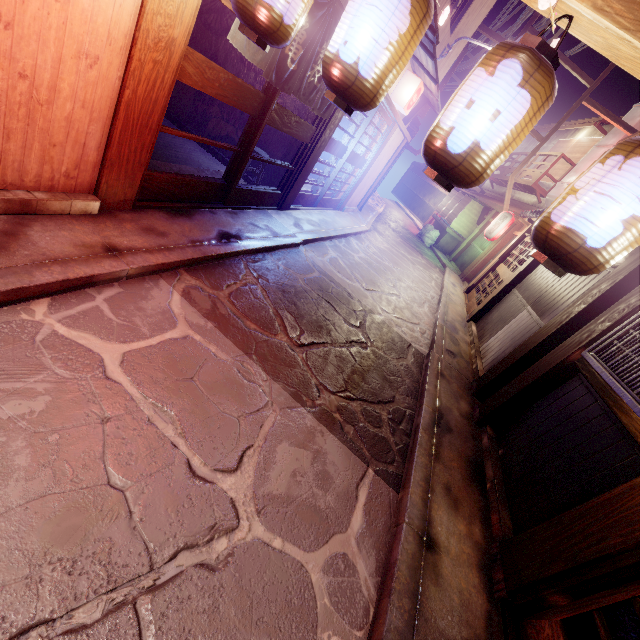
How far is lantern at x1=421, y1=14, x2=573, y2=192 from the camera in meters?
2.9 m

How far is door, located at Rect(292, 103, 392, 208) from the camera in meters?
13.2 m

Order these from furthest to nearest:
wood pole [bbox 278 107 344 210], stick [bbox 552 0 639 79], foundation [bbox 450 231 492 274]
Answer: foundation [bbox 450 231 492 274] → wood pole [bbox 278 107 344 210] → stick [bbox 552 0 639 79]

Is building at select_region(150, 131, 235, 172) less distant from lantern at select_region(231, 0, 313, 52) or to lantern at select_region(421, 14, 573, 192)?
lantern at select_region(231, 0, 313, 52)

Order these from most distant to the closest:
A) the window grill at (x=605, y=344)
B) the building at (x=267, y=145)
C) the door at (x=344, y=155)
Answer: the door at (x=344, y=155) < the building at (x=267, y=145) < the window grill at (x=605, y=344)

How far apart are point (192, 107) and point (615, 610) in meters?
16.8

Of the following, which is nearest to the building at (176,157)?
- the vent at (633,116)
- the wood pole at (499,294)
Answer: the wood pole at (499,294)

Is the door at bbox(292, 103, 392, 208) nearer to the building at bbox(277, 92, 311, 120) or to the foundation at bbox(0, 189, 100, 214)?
the building at bbox(277, 92, 311, 120)
